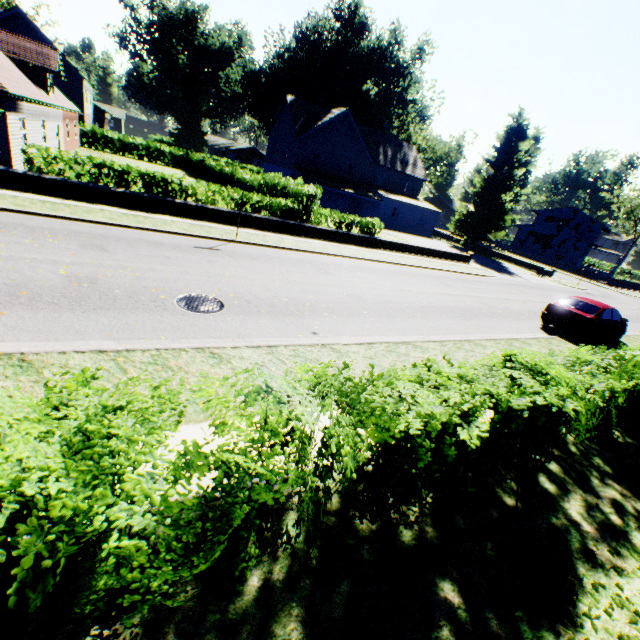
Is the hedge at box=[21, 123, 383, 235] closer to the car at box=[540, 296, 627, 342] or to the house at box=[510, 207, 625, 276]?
the car at box=[540, 296, 627, 342]

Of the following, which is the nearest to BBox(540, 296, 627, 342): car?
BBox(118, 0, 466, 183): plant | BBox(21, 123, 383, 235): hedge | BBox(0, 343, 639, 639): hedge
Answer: BBox(21, 123, 383, 235): hedge

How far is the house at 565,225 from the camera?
51.47m

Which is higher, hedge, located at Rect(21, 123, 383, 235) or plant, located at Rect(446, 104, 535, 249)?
plant, located at Rect(446, 104, 535, 249)

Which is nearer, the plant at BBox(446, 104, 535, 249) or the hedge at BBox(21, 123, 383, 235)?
the hedge at BBox(21, 123, 383, 235)

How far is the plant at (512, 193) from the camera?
36.62m

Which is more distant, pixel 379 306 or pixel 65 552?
pixel 379 306

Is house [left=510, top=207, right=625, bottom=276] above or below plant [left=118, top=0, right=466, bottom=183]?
below
